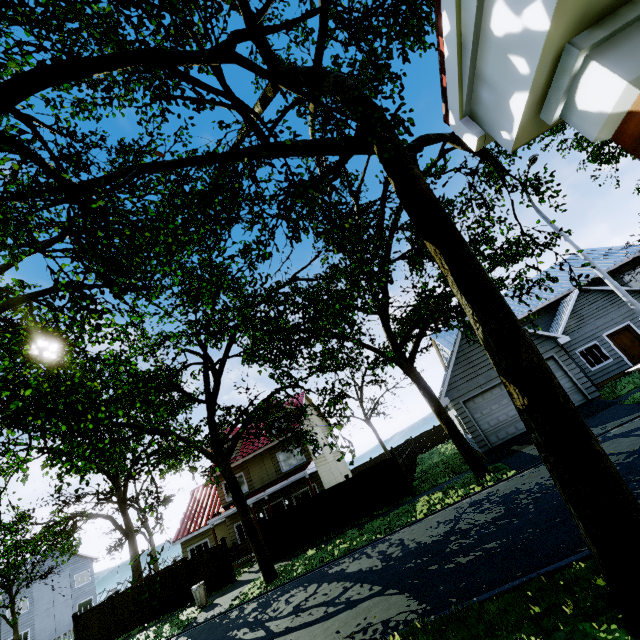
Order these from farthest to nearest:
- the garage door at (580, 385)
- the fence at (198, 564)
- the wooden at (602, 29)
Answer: the fence at (198, 564)
the garage door at (580, 385)
the wooden at (602, 29)

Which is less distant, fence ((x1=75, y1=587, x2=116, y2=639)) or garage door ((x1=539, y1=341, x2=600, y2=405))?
garage door ((x1=539, y1=341, x2=600, y2=405))

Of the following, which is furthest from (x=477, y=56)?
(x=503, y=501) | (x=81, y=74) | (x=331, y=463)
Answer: (x=331, y=463)

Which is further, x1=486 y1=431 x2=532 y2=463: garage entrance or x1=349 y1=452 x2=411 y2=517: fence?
x1=349 y1=452 x2=411 y2=517: fence

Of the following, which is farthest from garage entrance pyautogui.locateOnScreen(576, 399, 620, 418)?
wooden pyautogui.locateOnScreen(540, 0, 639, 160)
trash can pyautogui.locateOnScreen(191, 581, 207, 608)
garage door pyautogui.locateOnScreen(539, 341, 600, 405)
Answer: wooden pyautogui.locateOnScreen(540, 0, 639, 160)

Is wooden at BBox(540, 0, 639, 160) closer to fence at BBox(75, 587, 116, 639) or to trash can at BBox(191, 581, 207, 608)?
fence at BBox(75, 587, 116, 639)

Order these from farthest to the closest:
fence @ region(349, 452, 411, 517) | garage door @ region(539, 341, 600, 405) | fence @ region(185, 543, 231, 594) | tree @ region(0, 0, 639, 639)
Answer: fence @ region(185, 543, 231, 594), fence @ region(349, 452, 411, 517), garage door @ region(539, 341, 600, 405), tree @ region(0, 0, 639, 639)

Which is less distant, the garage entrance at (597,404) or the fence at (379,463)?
the garage entrance at (597,404)
